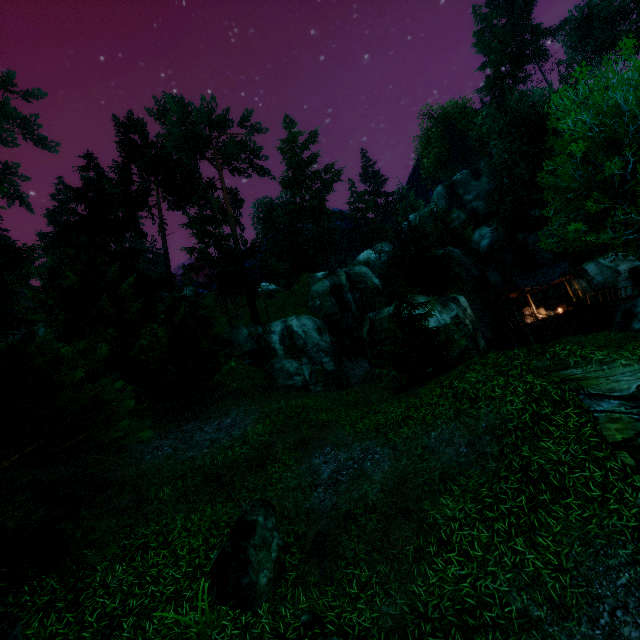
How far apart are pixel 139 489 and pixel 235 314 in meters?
27.1

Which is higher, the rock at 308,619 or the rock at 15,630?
the rock at 15,630

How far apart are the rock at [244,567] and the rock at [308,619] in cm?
69

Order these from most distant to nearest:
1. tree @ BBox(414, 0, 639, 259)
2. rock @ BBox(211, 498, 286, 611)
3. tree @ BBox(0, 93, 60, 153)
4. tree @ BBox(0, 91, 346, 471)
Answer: tree @ BBox(0, 93, 60, 153)
tree @ BBox(414, 0, 639, 259)
rock @ BBox(211, 498, 286, 611)
tree @ BBox(0, 91, 346, 471)

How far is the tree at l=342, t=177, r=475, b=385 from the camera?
17.1m

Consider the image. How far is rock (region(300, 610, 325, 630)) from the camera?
5.8 meters

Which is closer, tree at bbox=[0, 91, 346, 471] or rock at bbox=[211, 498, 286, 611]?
tree at bbox=[0, 91, 346, 471]

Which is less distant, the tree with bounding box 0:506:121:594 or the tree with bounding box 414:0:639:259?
the tree with bounding box 0:506:121:594
